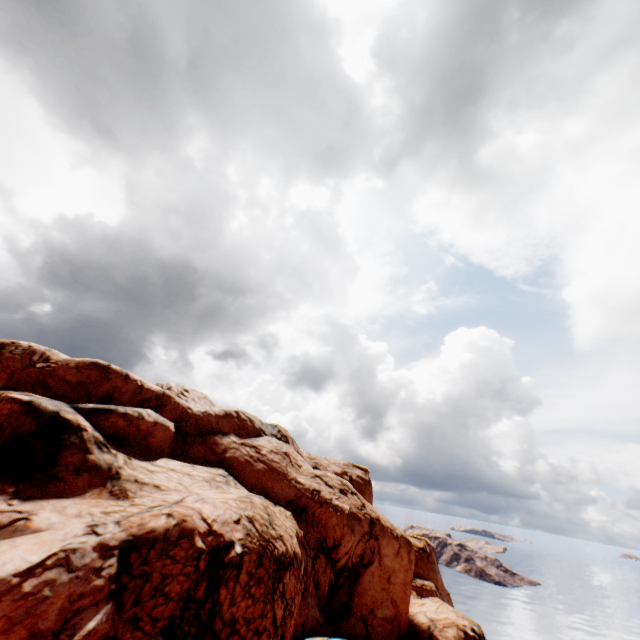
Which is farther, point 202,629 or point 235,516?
point 235,516
